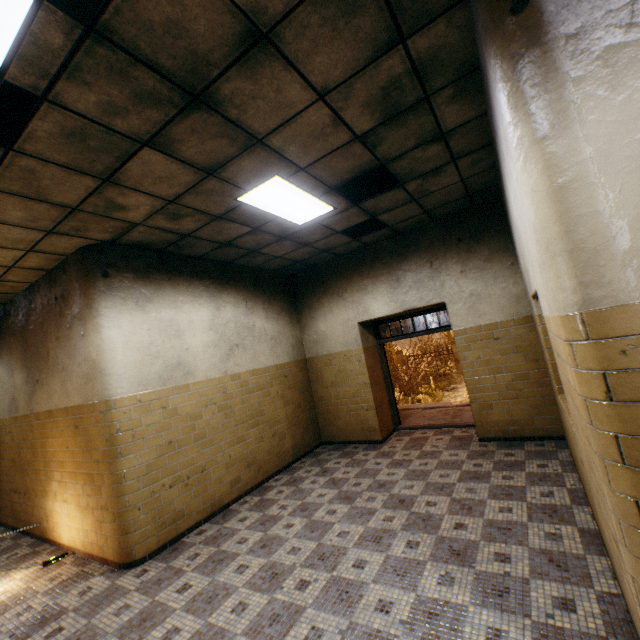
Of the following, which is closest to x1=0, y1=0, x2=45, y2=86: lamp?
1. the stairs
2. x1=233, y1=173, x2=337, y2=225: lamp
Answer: x1=233, y1=173, x2=337, y2=225: lamp

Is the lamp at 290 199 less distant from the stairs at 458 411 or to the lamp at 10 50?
the lamp at 10 50

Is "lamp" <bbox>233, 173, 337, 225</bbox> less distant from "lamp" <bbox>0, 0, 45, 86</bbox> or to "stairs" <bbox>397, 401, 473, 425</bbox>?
"lamp" <bbox>0, 0, 45, 86</bbox>

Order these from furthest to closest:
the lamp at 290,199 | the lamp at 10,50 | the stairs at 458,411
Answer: the stairs at 458,411
the lamp at 290,199
the lamp at 10,50

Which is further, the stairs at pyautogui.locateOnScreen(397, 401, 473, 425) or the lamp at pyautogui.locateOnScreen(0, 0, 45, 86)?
the stairs at pyautogui.locateOnScreen(397, 401, 473, 425)

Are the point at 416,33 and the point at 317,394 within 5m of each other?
no

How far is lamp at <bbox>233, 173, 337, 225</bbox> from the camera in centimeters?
363cm

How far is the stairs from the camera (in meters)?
7.23
